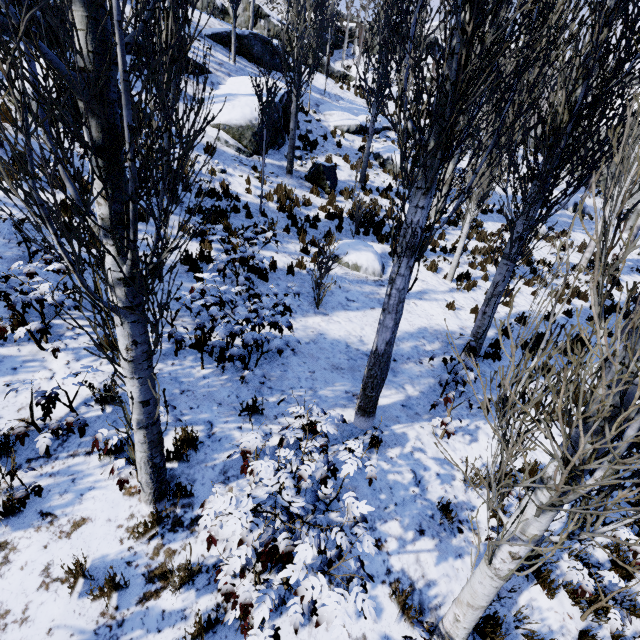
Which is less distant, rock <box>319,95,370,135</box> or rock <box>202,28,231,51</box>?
rock <box>202,28,231,51</box>

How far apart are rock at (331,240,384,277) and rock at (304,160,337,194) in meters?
3.4

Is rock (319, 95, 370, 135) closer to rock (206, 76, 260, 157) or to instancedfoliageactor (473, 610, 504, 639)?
instancedfoliageactor (473, 610, 504, 639)

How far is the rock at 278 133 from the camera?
13.1m

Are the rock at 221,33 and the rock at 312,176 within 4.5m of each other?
no

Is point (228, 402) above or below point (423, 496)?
above

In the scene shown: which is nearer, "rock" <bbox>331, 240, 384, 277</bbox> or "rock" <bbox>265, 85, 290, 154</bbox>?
"rock" <bbox>331, 240, 384, 277</bbox>

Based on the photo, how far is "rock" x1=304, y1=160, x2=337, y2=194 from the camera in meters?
12.7 m
